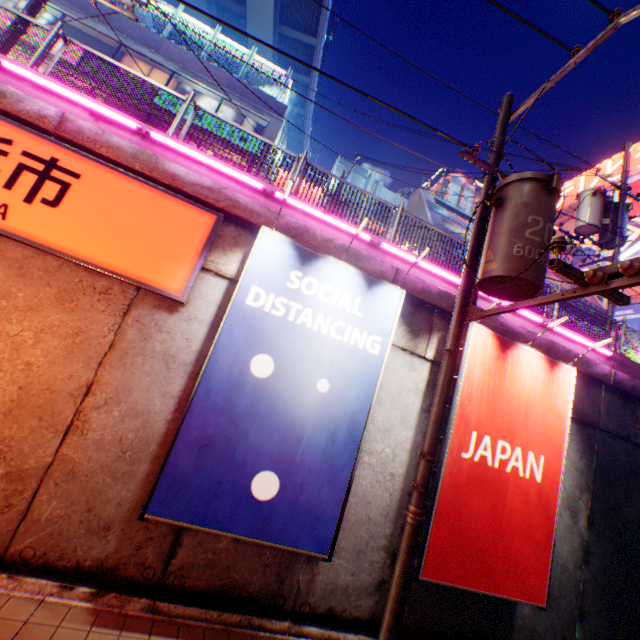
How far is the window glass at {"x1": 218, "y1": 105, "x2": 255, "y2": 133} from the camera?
18.3m

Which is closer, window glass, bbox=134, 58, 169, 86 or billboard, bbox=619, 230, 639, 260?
window glass, bbox=134, 58, 169, 86

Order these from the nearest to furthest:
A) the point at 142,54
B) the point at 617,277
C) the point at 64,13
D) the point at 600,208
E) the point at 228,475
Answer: the point at 617,277 → the point at 228,475 → the point at 600,208 → the point at 64,13 → the point at 142,54

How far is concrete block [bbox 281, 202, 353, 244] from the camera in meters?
6.4

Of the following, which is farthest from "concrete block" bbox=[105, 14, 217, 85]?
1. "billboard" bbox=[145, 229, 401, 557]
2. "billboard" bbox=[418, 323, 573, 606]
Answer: "billboard" bbox=[418, 323, 573, 606]

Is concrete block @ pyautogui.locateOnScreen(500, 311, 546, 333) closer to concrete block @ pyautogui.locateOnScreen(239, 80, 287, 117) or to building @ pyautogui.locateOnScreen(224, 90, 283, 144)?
building @ pyautogui.locateOnScreen(224, 90, 283, 144)

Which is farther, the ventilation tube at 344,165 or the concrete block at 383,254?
the ventilation tube at 344,165

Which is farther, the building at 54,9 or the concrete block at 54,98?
the building at 54,9
